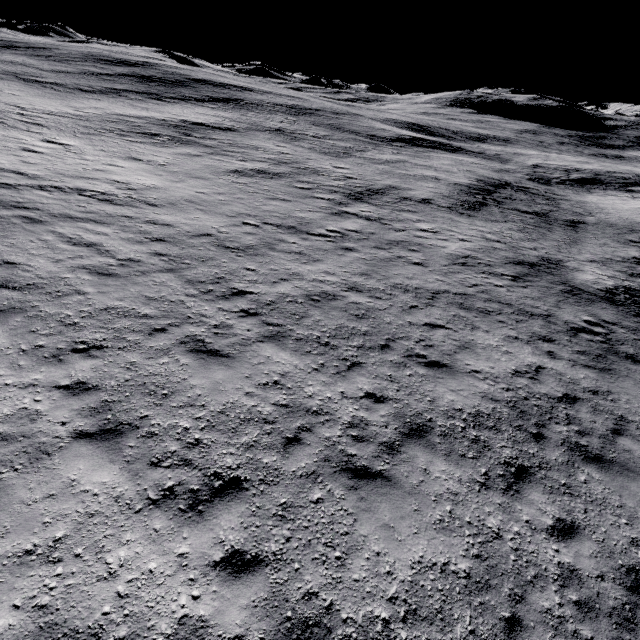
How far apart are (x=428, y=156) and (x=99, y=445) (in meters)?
42.54
